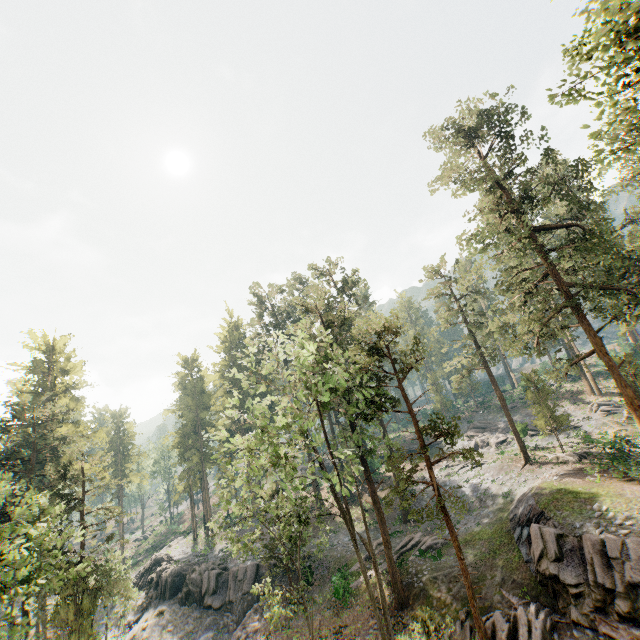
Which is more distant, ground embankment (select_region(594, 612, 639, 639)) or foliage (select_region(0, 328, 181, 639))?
foliage (select_region(0, 328, 181, 639))

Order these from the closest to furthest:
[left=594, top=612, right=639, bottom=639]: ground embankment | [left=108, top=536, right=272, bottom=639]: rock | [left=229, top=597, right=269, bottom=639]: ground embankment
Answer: [left=594, top=612, right=639, bottom=639]: ground embankment → [left=229, top=597, right=269, bottom=639]: ground embankment → [left=108, top=536, right=272, bottom=639]: rock

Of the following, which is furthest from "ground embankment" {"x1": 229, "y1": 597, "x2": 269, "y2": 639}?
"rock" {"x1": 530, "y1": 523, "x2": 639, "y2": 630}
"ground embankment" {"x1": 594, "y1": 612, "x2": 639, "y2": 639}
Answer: "rock" {"x1": 530, "y1": 523, "x2": 639, "y2": 630}

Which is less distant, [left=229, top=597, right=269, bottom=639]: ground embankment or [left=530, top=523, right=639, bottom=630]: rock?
[left=530, top=523, right=639, bottom=630]: rock

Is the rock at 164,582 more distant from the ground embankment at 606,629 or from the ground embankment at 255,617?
the ground embankment at 606,629

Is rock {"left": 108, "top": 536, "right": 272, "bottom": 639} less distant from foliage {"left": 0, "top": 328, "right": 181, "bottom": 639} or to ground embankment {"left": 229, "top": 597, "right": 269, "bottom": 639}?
ground embankment {"left": 229, "top": 597, "right": 269, "bottom": 639}

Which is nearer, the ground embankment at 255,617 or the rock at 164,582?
the ground embankment at 255,617

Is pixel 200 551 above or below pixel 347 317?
below
